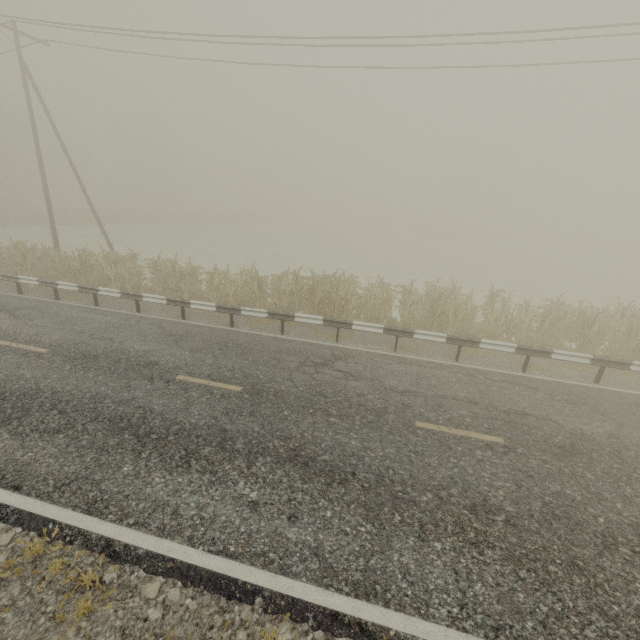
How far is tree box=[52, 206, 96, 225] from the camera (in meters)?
39.28

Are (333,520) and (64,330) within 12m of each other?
yes

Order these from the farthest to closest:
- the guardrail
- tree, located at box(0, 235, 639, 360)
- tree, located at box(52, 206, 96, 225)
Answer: tree, located at box(52, 206, 96, 225), tree, located at box(0, 235, 639, 360), the guardrail

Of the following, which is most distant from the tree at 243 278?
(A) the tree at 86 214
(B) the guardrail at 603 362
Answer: (A) the tree at 86 214

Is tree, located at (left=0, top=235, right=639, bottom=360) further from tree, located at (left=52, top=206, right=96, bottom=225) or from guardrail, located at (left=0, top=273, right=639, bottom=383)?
tree, located at (left=52, top=206, right=96, bottom=225)

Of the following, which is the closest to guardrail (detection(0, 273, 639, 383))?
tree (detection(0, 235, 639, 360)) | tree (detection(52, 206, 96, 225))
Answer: tree (detection(0, 235, 639, 360))

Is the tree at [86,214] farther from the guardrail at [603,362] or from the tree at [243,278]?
the tree at [243,278]
